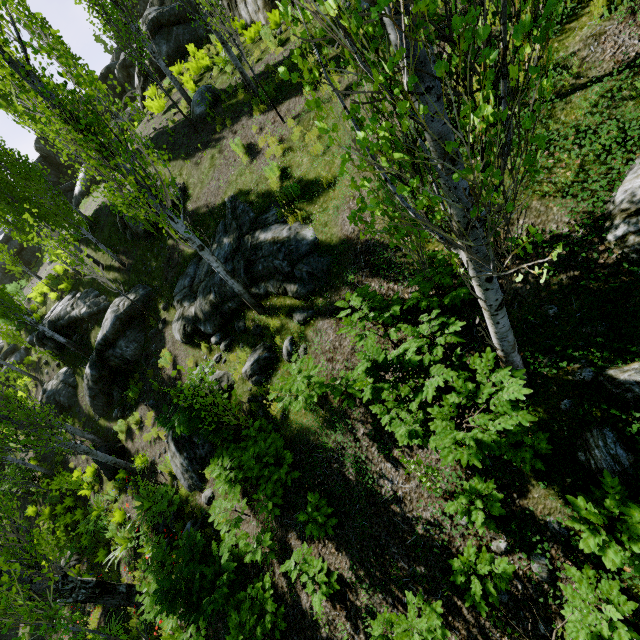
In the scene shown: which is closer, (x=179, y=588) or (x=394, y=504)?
(x=394, y=504)

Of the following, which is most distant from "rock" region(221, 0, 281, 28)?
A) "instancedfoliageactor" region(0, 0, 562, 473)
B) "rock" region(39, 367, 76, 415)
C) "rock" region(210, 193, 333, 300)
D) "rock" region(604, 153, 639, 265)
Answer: "rock" region(39, 367, 76, 415)

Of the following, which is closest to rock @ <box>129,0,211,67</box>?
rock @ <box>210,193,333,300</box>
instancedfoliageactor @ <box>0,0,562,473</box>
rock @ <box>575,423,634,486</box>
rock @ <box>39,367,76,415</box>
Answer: instancedfoliageactor @ <box>0,0,562,473</box>

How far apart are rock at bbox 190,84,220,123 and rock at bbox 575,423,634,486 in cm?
1440

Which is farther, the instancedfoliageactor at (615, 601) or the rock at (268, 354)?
the rock at (268, 354)

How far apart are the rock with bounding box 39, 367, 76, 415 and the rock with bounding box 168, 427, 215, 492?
10.7 meters

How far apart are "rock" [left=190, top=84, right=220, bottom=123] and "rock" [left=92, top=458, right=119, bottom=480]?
13.1 meters

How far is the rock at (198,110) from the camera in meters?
12.1
